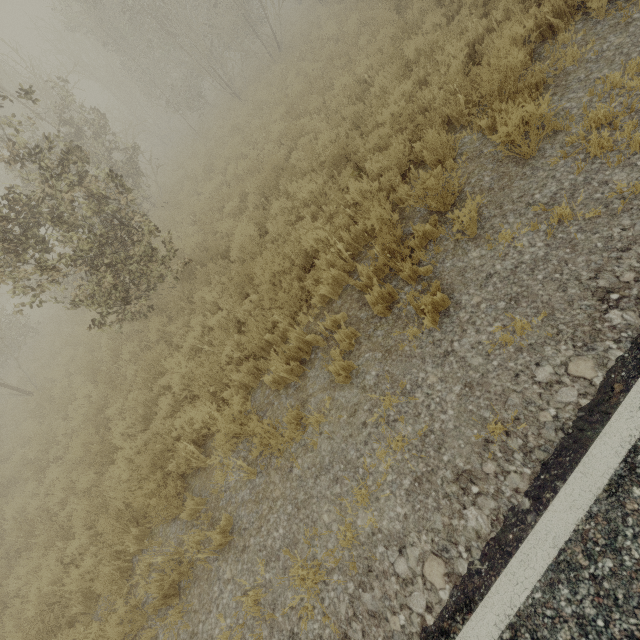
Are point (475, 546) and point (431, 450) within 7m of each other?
yes
